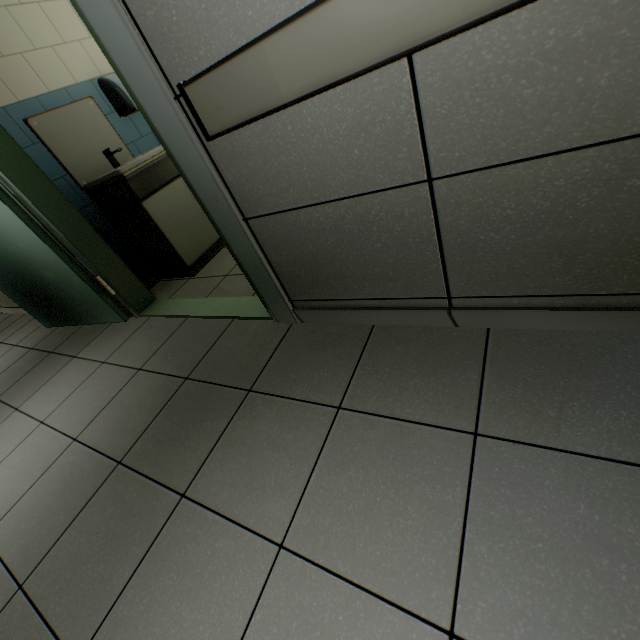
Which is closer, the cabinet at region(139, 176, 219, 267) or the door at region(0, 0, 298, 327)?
the door at region(0, 0, 298, 327)

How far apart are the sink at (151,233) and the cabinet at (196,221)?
0.0m

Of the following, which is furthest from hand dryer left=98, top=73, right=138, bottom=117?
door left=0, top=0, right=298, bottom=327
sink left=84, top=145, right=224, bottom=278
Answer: door left=0, top=0, right=298, bottom=327

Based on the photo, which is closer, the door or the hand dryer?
the door

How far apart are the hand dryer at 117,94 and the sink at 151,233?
0.5m

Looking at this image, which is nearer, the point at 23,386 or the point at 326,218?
the point at 326,218

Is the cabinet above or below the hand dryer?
below

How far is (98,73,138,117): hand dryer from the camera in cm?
271
